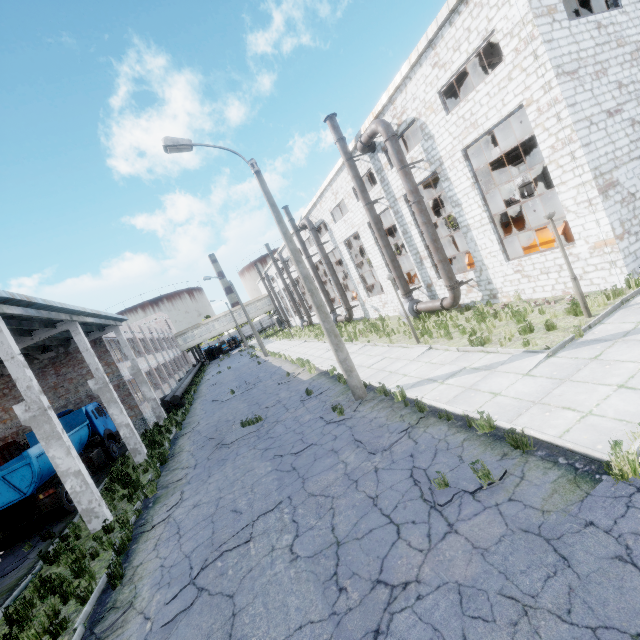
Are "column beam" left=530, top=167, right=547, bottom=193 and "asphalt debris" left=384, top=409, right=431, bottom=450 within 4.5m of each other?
no

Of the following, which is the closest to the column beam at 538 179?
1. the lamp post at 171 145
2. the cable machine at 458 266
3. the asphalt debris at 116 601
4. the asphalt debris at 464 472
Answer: the cable machine at 458 266

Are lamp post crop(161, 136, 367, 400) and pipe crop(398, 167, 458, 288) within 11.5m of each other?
yes

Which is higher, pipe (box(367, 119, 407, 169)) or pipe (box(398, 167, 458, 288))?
pipe (box(367, 119, 407, 169))

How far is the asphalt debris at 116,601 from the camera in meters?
6.4 m

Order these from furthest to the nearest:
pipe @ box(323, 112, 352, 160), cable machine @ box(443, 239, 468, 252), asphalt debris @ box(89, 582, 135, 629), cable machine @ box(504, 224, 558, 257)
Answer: cable machine @ box(443, 239, 468, 252) < pipe @ box(323, 112, 352, 160) < cable machine @ box(504, 224, 558, 257) < asphalt debris @ box(89, 582, 135, 629)

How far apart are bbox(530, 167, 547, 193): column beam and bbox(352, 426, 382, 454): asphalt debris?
28.56m

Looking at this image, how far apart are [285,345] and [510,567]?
33.3m
